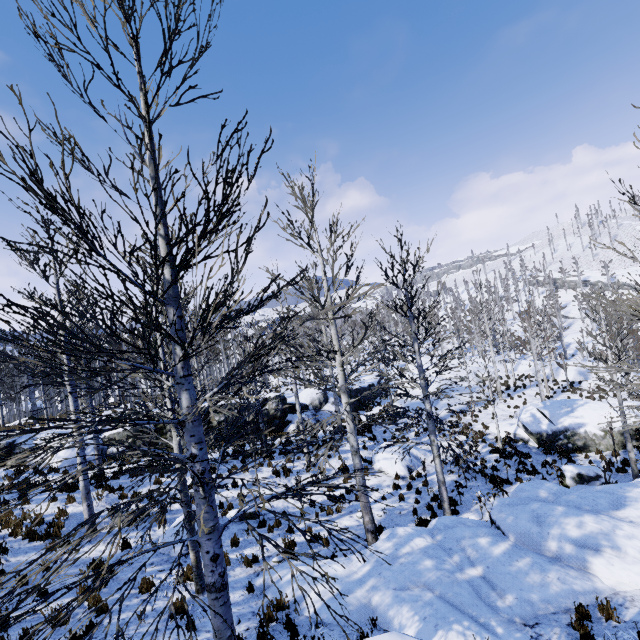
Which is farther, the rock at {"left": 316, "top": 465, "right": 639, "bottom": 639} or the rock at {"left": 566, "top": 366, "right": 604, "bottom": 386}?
the rock at {"left": 566, "top": 366, "right": 604, "bottom": 386}

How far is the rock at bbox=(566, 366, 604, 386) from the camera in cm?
2904

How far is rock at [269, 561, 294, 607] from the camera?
7.15m

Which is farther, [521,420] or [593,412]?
[521,420]

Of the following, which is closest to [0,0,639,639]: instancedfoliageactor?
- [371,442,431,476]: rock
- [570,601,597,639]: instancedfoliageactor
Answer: [371,442,431,476]: rock

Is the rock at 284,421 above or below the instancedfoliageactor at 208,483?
below

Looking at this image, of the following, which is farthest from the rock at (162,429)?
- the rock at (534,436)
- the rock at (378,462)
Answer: the rock at (378,462)

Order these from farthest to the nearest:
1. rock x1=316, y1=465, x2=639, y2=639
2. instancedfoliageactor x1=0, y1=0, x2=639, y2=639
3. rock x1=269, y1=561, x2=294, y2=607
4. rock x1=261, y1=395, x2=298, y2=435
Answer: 1. rock x1=261, y1=395, x2=298, y2=435
2. rock x1=269, y1=561, x2=294, y2=607
3. rock x1=316, y1=465, x2=639, y2=639
4. instancedfoliageactor x1=0, y1=0, x2=639, y2=639
